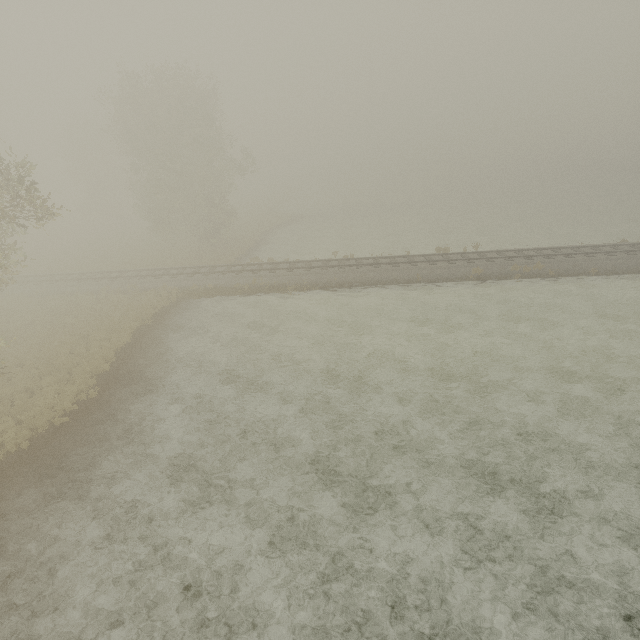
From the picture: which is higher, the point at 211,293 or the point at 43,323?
the point at 43,323
